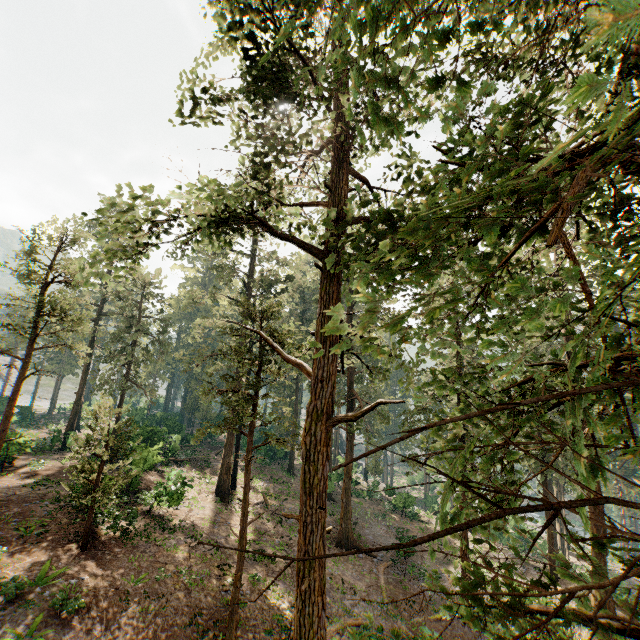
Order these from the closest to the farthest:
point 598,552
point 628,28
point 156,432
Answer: point 628,28 → point 598,552 → point 156,432
